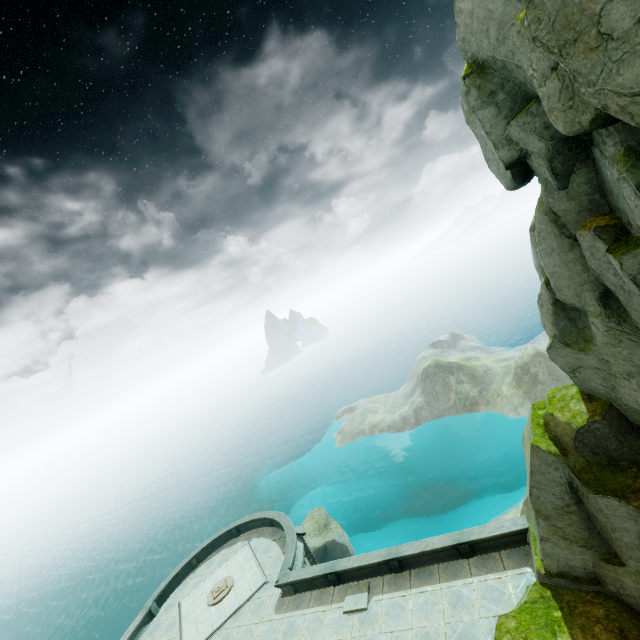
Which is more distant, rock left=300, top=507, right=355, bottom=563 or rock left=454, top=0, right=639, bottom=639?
rock left=300, top=507, right=355, bottom=563

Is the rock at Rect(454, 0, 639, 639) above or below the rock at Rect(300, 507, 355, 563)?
above

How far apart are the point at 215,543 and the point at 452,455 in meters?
31.9

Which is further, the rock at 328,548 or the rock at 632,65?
the rock at 328,548

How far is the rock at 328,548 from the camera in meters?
31.5

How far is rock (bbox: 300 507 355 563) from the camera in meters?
31.5 m
